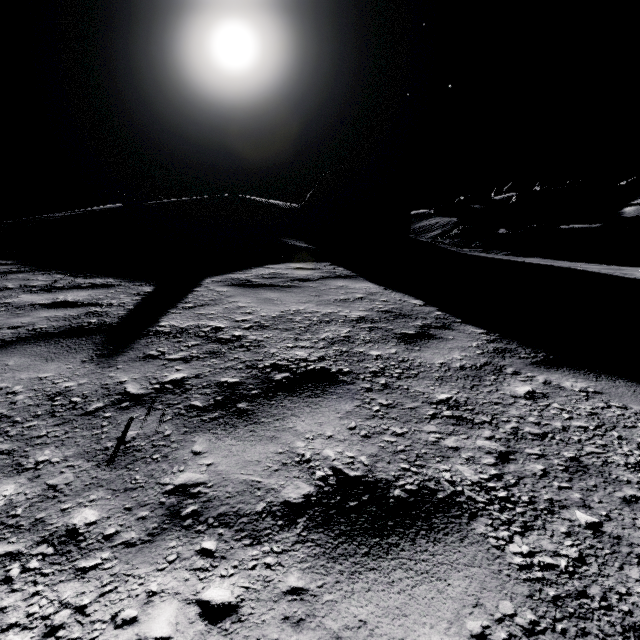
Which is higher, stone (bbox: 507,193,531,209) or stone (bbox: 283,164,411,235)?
stone (bbox: 507,193,531,209)

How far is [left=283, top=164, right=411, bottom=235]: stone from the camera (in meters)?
14.03

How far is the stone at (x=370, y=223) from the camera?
14.0 meters

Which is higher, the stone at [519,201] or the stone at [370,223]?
the stone at [519,201]

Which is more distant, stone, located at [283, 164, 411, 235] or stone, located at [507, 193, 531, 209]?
stone, located at [507, 193, 531, 209]

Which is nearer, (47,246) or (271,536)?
(271,536)

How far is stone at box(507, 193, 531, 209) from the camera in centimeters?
5678cm
